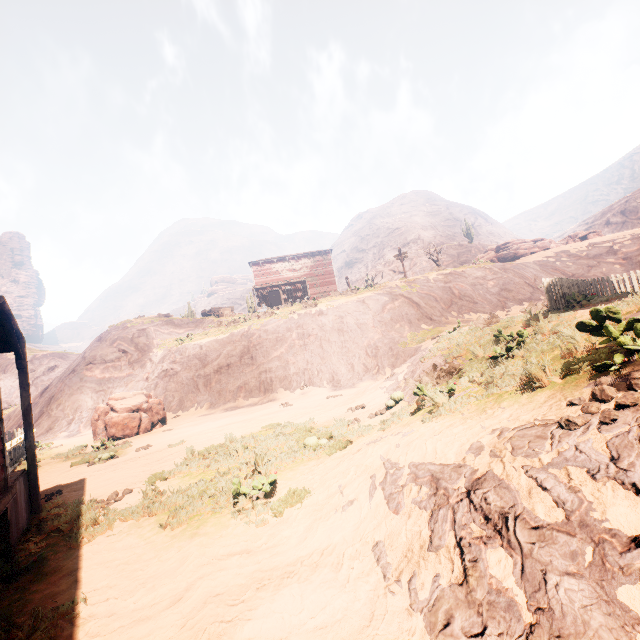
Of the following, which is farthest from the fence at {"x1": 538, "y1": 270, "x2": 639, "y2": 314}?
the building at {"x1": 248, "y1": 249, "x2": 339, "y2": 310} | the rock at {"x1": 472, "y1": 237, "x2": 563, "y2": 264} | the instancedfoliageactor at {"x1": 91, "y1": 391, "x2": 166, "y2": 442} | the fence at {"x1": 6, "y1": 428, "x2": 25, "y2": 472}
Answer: the rock at {"x1": 472, "y1": 237, "x2": 563, "y2": 264}

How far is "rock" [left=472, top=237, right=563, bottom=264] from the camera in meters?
34.2 m

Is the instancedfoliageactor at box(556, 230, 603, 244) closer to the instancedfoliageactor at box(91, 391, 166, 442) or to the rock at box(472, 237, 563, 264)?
the rock at box(472, 237, 563, 264)

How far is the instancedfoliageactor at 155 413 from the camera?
14.3 meters

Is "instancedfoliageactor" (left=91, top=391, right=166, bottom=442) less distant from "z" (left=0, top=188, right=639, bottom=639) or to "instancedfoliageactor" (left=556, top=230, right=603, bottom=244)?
"z" (left=0, top=188, right=639, bottom=639)

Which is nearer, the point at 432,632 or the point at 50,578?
the point at 432,632

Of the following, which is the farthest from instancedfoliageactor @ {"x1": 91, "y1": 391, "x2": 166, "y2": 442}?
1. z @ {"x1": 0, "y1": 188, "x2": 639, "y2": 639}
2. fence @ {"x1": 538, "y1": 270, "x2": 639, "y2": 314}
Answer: fence @ {"x1": 538, "y1": 270, "x2": 639, "y2": 314}

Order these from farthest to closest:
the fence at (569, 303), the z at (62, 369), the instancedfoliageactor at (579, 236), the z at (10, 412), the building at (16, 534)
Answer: the instancedfoliageactor at (579, 236) → the z at (10, 412) → the fence at (569, 303) → the building at (16, 534) → the z at (62, 369)
